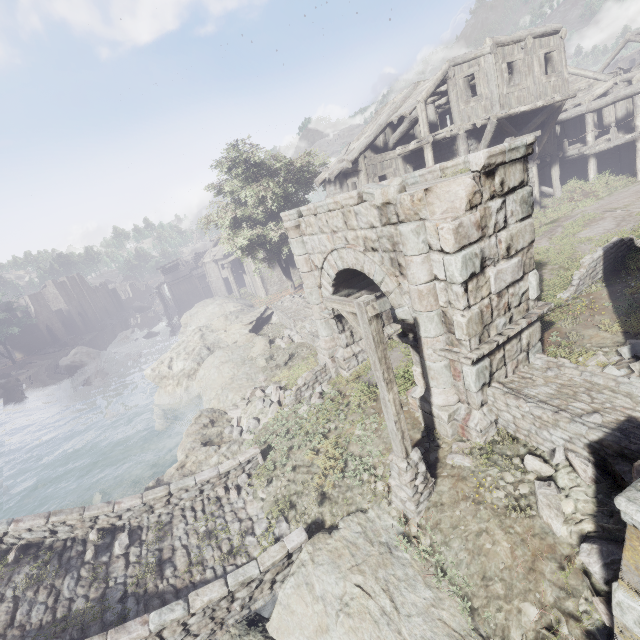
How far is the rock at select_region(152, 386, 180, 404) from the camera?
21.1 meters

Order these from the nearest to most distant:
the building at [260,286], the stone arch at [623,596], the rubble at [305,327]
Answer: the stone arch at [623,596]
the rubble at [305,327]
the building at [260,286]

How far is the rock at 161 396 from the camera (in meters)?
21.09

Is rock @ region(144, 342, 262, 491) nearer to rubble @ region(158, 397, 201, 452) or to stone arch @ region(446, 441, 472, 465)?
rubble @ region(158, 397, 201, 452)

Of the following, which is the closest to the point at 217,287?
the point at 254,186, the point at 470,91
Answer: the point at 254,186

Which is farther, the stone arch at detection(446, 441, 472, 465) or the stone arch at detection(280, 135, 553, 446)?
the stone arch at detection(446, 441, 472, 465)

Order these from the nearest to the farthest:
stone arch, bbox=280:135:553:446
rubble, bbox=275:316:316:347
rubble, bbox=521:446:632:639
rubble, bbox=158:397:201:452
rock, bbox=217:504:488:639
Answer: rubble, bbox=521:446:632:639
rock, bbox=217:504:488:639
stone arch, bbox=280:135:553:446
rubble, bbox=275:316:316:347
rubble, bbox=158:397:201:452

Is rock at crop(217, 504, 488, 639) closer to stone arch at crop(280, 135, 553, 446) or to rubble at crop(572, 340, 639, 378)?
stone arch at crop(280, 135, 553, 446)
